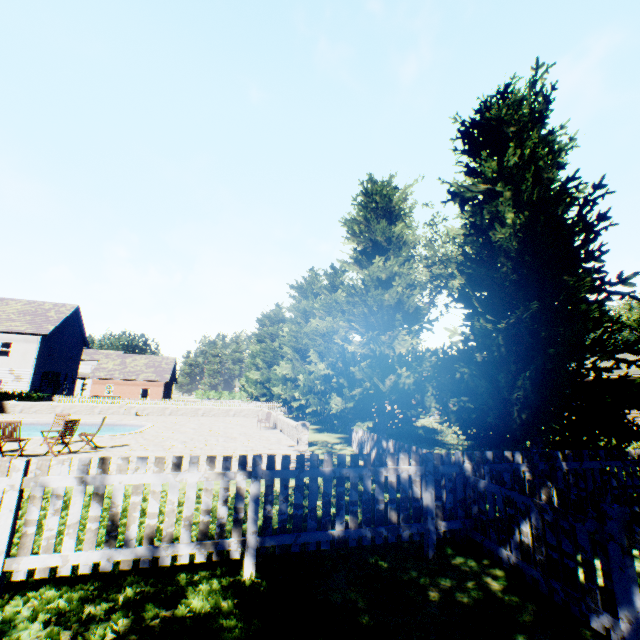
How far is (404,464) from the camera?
4.98m

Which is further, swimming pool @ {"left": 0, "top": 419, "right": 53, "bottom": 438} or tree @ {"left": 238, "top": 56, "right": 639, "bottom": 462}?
swimming pool @ {"left": 0, "top": 419, "right": 53, "bottom": 438}

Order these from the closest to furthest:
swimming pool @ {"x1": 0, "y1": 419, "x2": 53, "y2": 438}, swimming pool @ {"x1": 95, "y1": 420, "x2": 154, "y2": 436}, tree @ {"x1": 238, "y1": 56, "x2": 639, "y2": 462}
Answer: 1. tree @ {"x1": 238, "y1": 56, "x2": 639, "y2": 462}
2. swimming pool @ {"x1": 95, "y1": 420, "x2": 154, "y2": 436}
3. swimming pool @ {"x1": 0, "y1": 419, "x2": 53, "y2": 438}

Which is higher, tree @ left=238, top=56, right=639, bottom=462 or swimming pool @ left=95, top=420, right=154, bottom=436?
tree @ left=238, top=56, right=639, bottom=462

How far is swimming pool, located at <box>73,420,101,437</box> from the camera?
19.97m

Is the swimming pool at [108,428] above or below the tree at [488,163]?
below

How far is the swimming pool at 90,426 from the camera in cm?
1997
